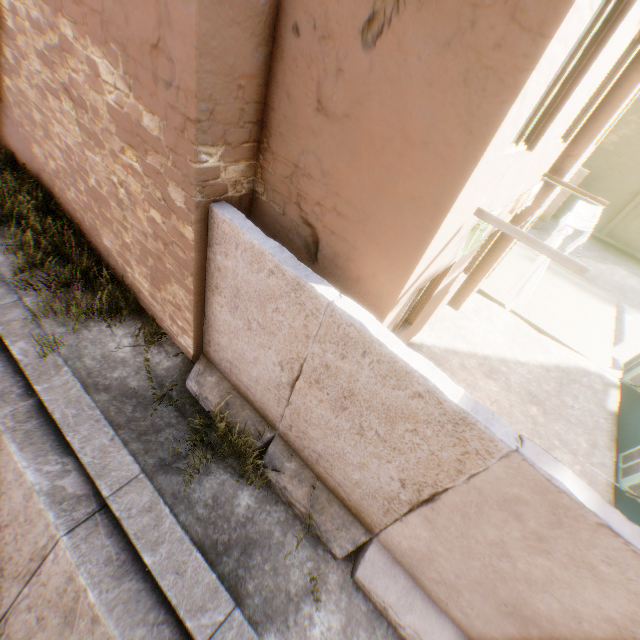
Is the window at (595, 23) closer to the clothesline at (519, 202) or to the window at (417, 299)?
the clothesline at (519, 202)

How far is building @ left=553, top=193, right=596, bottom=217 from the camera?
19.72m

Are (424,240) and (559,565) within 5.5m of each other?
yes

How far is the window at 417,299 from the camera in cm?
506

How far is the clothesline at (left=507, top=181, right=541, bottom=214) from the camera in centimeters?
526cm

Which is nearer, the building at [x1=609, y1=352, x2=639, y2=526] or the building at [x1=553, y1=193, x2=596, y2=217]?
the building at [x1=609, y1=352, x2=639, y2=526]

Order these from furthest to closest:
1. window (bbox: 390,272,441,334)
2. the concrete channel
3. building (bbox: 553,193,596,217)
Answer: building (bbox: 553,193,596,217) → window (bbox: 390,272,441,334) → the concrete channel

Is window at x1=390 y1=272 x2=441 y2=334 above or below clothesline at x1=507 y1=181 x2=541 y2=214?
below
